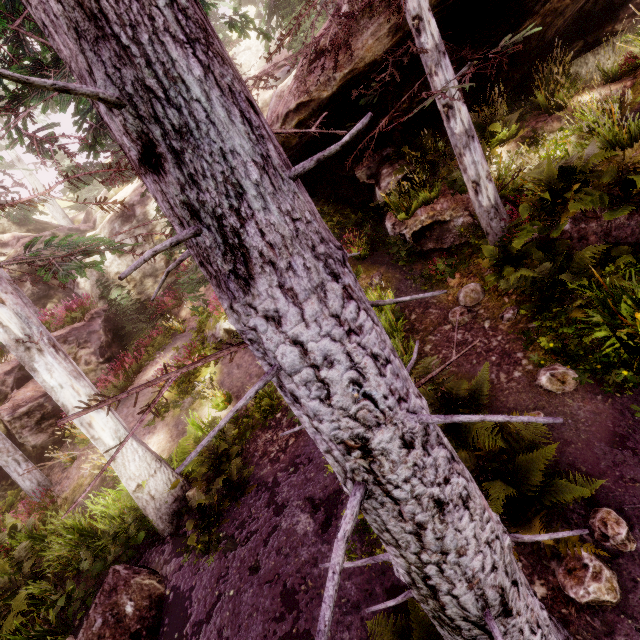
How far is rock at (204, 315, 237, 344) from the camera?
11.9m

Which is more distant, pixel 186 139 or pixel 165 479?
pixel 165 479

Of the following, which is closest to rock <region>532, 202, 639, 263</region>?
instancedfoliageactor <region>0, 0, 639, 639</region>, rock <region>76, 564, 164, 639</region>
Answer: instancedfoliageactor <region>0, 0, 639, 639</region>

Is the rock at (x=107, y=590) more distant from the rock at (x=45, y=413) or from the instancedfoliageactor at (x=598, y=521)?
the rock at (x=45, y=413)

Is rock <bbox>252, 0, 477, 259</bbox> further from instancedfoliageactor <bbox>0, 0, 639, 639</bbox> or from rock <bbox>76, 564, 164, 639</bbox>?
rock <bbox>76, 564, 164, 639</bbox>

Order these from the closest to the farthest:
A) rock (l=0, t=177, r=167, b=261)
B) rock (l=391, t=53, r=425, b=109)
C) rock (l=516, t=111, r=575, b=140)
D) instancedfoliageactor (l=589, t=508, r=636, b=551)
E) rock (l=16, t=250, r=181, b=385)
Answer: instancedfoliageactor (l=589, t=508, r=636, b=551) < rock (l=391, t=53, r=425, b=109) < rock (l=516, t=111, r=575, b=140) < rock (l=16, t=250, r=181, b=385) < rock (l=0, t=177, r=167, b=261)

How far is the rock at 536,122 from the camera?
Result: 8.6m
